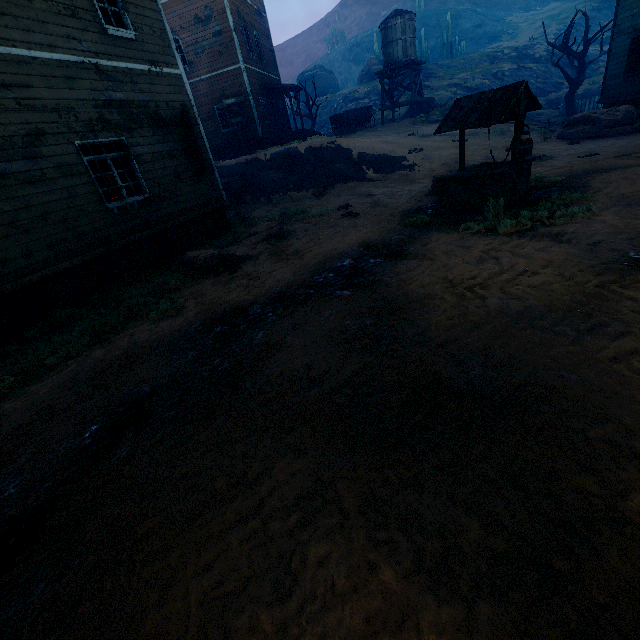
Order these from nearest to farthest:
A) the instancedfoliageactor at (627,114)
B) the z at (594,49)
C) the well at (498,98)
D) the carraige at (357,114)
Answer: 1. the well at (498,98)
2. the instancedfoliageactor at (627,114)
3. the carraige at (357,114)
4. the z at (594,49)

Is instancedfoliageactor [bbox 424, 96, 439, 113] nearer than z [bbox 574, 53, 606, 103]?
Yes

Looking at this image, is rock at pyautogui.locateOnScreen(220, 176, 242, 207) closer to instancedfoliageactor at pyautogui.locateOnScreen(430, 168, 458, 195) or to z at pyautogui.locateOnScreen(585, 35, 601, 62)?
z at pyautogui.locateOnScreen(585, 35, 601, 62)

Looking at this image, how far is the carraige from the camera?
25.1 meters

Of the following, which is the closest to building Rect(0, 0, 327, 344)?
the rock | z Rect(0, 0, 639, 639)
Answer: z Rect(0, 0, 639, 639)

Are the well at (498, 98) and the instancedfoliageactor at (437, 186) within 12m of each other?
yes

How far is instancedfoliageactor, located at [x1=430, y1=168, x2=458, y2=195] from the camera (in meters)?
9.81

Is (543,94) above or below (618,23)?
below
